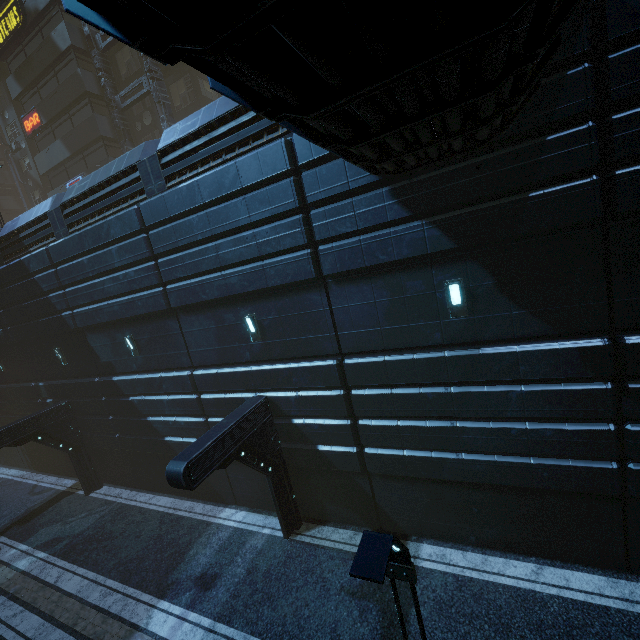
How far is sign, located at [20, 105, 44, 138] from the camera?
25.53m

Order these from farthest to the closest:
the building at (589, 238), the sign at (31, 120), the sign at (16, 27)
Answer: the sign at (31, 120)
the sign at (16, 27)
the building at (589, 238)

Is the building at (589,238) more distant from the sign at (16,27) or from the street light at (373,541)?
the street light at (373,541)

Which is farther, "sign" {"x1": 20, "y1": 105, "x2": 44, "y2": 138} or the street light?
"sign" {"x1": 20, "y1": 105, "x2": 44, "y2": 138}

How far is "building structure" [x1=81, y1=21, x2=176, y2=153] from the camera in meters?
21.6 m

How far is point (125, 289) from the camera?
12.0 meters

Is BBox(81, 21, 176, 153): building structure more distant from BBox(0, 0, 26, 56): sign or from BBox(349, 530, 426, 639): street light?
BBox(349, 530, 426, 639): street light

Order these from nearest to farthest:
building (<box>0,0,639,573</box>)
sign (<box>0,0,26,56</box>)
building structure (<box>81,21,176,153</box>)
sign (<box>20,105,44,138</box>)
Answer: building (<box>0,0,639,573</box>) → building structure (<box>81,21,176,153</box>) → sign (<box>0,0,26,56</box>) → sign (<box>20,105,44,138</box>)
